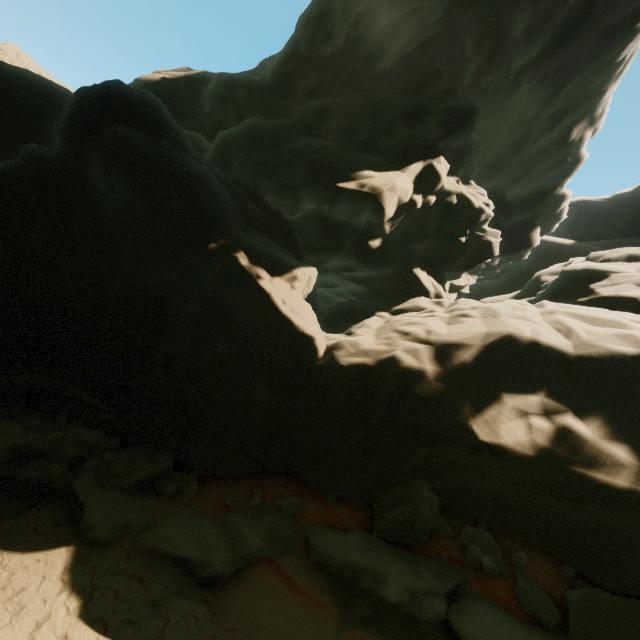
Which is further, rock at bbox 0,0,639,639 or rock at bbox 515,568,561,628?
rock at bbox 0,0,639,639

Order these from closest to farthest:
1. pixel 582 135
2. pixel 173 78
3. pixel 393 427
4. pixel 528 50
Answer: pixel 393 427
pixel 528 50
pixel 582 135
pixel 173 78

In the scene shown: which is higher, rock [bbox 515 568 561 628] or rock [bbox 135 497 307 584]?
rock [bbox 515 568 561 628]

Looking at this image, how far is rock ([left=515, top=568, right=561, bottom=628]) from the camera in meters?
A: 5.5

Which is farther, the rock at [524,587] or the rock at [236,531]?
the rock at [236,531]
